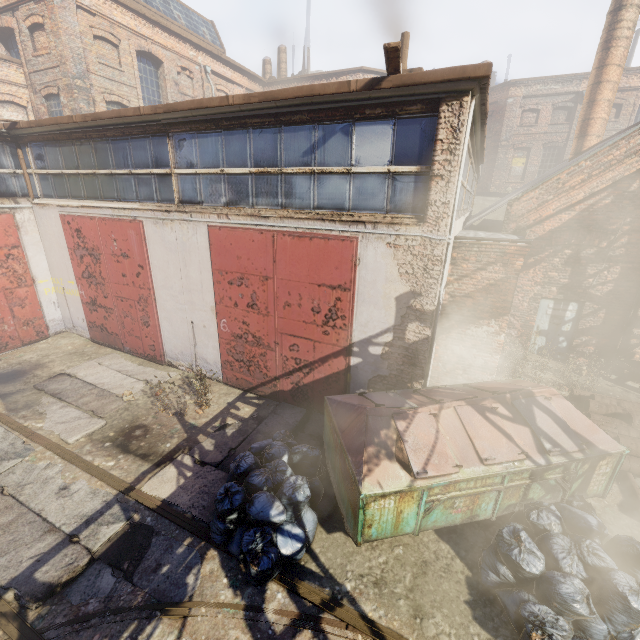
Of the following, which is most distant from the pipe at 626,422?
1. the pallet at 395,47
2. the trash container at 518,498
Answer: the pallet at 395,47

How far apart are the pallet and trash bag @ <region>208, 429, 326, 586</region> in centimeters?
631cm

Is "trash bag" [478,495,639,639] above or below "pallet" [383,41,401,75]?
below

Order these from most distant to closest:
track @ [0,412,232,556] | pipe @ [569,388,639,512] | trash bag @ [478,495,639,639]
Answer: pipe @ [569,388,639,512]
track @ [0,412,232,556]
trash bag @ [478,495,639,639]

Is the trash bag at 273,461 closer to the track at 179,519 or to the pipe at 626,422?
the track at 179,519

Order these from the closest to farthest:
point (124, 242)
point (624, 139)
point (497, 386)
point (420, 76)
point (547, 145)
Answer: point (420, 76)
point (497, 386)
point (624, 139)
point (124, 242)
point (547, 145)

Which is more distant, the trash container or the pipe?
the pipe

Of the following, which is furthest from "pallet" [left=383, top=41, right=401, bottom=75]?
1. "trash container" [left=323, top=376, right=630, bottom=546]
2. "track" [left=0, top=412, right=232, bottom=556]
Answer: "track" [left=0, top=412, right=232, bottom=556]
